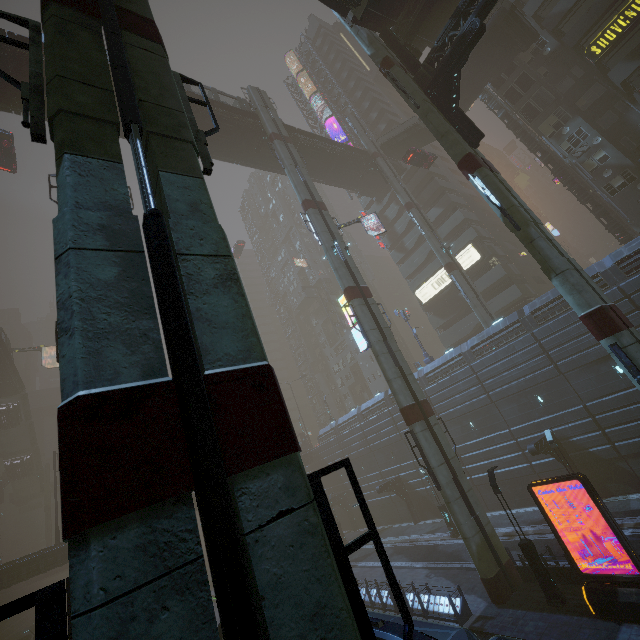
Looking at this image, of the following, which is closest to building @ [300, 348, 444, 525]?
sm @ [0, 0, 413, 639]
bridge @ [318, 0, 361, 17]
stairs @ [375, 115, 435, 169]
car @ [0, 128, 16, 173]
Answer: bridge @ [318, 0, 361, 17]

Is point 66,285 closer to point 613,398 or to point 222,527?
point 222,527

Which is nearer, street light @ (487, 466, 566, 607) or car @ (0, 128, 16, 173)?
street light @ (487, 466, 566, 607)

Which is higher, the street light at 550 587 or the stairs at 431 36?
the stairs at 431 36

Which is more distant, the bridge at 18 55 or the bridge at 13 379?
the bridge at 13 379

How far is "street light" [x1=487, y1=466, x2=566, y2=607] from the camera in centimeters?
1405cm

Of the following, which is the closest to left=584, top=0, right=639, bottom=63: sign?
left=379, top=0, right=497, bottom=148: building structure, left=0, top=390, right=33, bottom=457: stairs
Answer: left=379, top=0, right=497, bottom=148: building structure

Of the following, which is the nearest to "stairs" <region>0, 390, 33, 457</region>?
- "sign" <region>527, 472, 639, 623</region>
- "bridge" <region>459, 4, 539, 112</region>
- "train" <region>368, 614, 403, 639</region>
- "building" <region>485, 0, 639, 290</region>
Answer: "building" <region>485, 0, 639, 290</region>
